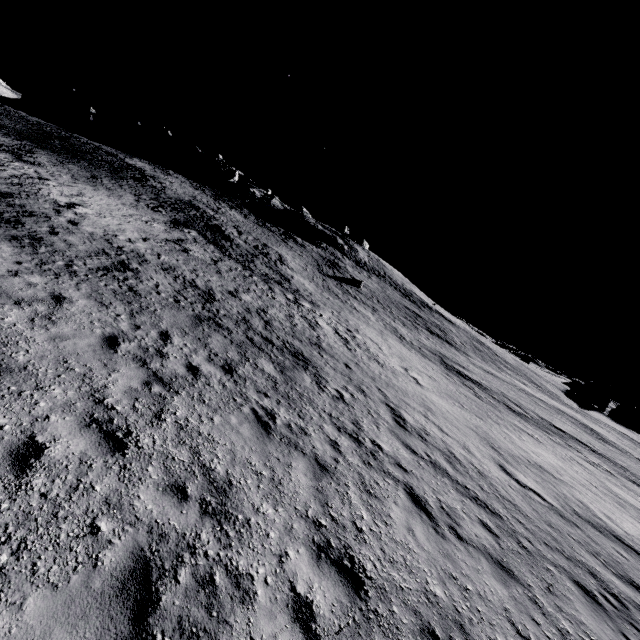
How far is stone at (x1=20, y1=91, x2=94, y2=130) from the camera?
55.8 meters

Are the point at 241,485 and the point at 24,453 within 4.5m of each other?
yes

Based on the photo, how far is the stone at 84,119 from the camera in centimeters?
5584cm
